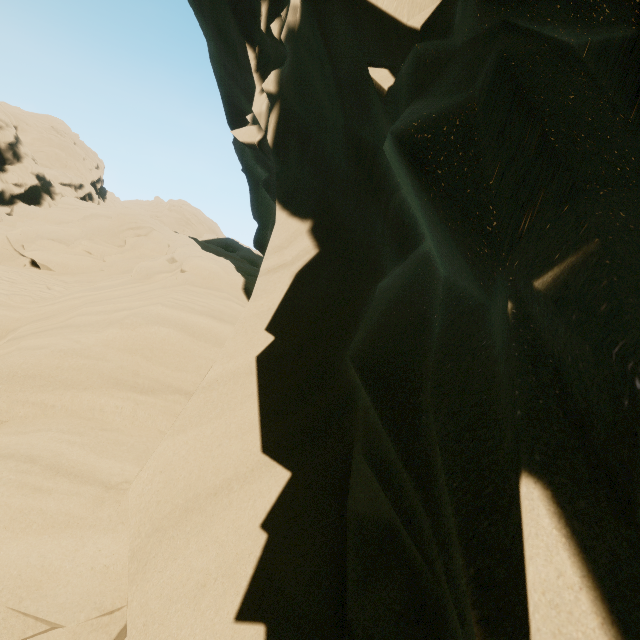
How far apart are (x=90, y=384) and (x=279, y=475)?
3.6 meters
